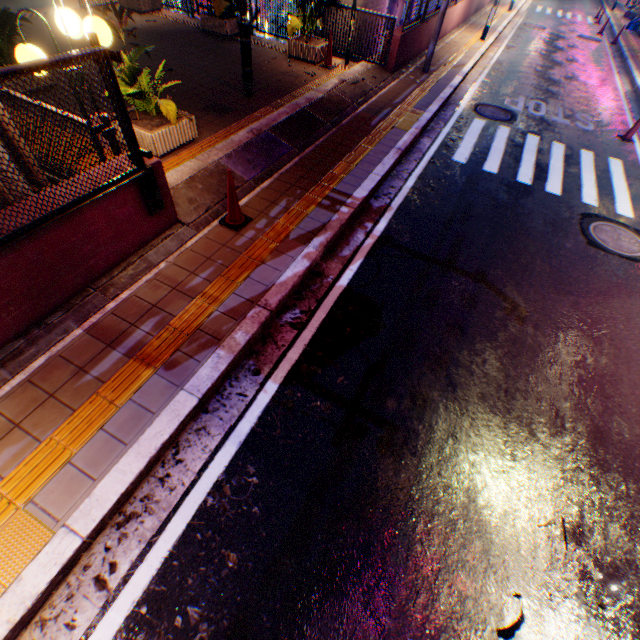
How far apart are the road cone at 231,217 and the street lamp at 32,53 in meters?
1.6

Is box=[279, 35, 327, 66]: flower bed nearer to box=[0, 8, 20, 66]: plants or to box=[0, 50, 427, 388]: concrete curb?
box=[0, 50, 427, 388]: concrete curb

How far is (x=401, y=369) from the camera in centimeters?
407cm

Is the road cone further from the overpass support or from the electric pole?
the electric pole

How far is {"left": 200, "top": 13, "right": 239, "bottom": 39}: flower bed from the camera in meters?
10.3 m

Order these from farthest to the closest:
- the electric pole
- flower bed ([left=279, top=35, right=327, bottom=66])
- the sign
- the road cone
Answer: the electric pole → flower bed ([left=279, top=35, right=327, bottom=66]) → the sign → the road cone

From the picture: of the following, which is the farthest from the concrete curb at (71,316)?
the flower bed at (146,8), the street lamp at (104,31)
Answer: the flower bed at (146,8)

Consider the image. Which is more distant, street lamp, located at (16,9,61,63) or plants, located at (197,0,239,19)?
plants, located at (197,0,239,19)
